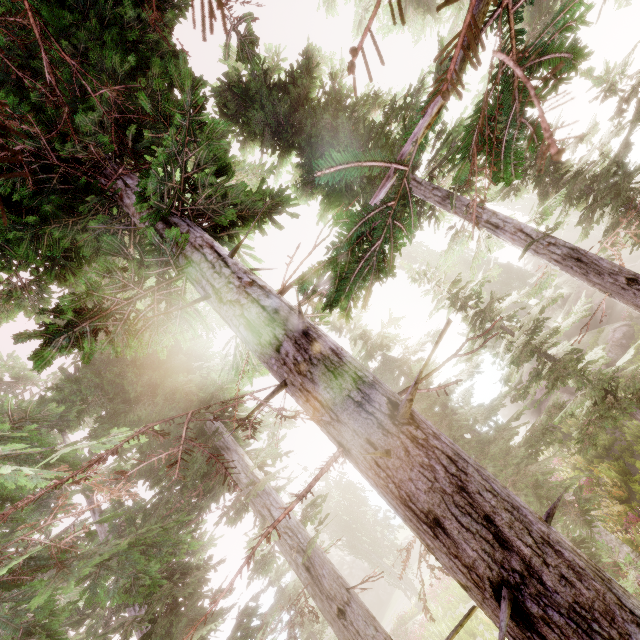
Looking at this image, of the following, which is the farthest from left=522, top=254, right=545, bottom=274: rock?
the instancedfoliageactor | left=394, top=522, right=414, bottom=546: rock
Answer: left=394, top=522, right=414, bottom=546: rock

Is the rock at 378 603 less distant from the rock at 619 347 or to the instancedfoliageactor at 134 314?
the instancedfoliageactor at 134 314

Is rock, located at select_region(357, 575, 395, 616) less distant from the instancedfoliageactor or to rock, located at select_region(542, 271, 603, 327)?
the instancedfoliageactor

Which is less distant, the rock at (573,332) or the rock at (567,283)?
the rock at (573,332)

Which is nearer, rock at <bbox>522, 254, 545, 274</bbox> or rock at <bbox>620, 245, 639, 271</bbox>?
rock at <bbox>620, 245, 639, 271</bbox>

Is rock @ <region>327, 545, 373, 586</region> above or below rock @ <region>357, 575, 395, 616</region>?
above

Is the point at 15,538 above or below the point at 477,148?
above

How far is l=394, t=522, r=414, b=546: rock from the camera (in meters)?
42.16
